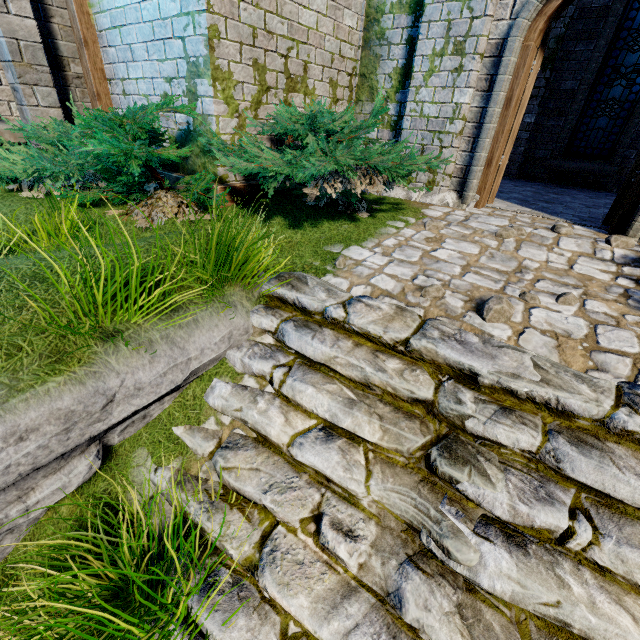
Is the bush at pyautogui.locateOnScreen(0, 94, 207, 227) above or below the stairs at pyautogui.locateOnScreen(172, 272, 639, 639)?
above

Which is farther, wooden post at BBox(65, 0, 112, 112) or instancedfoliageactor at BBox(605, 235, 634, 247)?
wooden post at BBox(65, 0, 112, 112)

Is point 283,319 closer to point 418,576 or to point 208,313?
point 208,313

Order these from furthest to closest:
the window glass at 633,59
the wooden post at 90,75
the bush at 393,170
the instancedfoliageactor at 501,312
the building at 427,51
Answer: the window glass at 633,59 → the wooden post at 90,75 → the building at 427,51 → the bush at 393,170 → the instancedfoliageactor at 501,312

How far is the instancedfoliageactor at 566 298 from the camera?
2.89m

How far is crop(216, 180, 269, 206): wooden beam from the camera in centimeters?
431cm

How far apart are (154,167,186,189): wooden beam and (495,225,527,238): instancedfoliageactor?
4.1 meters

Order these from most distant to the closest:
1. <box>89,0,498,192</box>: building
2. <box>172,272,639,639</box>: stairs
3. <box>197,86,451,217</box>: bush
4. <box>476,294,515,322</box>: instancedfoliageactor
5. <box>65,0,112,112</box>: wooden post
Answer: <box>65,0,112,112</box>: wooden post
<box>89,0,498,192</box>: building
<box>197,86,451,217</box>: bush
<box>476,294,515,322</box>: instancedfoliageactor
<box>172,272,639,639</box>: stairs
